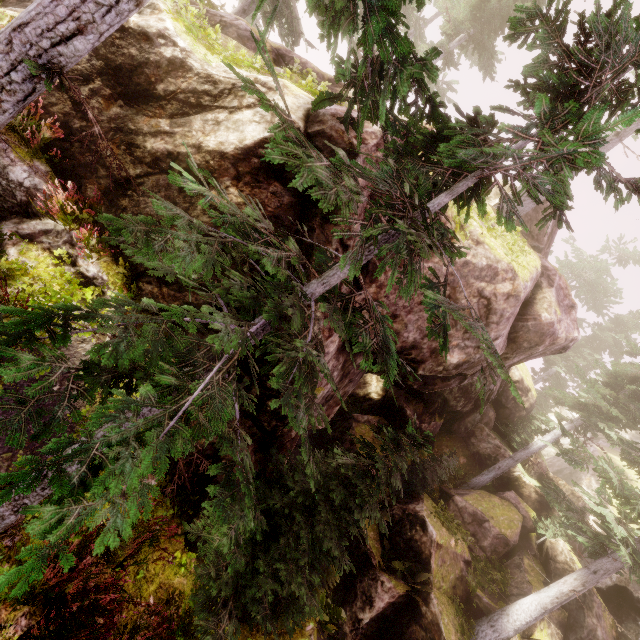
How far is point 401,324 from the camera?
7.59m

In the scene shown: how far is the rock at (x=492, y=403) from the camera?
7.64m

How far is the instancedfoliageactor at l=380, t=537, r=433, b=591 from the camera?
12.17m

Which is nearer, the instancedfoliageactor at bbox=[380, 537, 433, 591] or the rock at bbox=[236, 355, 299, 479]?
the rock at bbox=[236, 355, 299, 479]

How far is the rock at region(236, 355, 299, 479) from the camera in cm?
586

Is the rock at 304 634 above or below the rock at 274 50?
below

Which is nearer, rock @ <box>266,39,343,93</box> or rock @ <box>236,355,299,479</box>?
rock @ <box>236,355,299,479</box>
